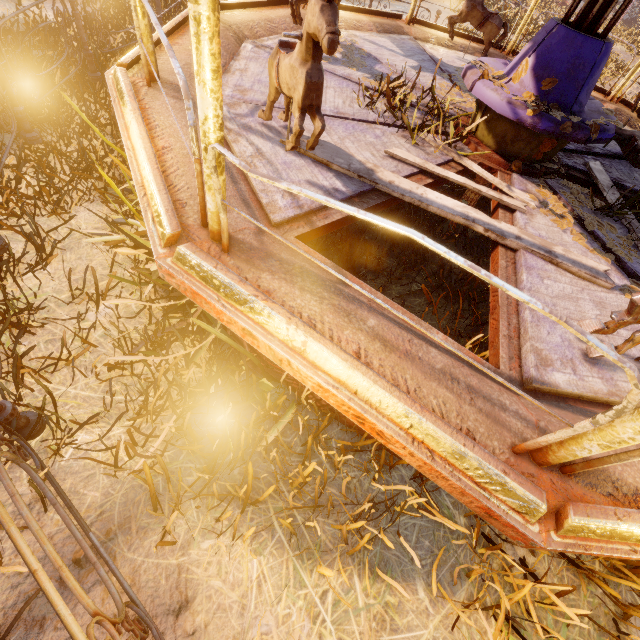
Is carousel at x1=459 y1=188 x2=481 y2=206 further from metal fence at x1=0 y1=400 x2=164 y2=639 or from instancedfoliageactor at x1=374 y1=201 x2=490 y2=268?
metal fence at x1=0 y1=400 x2=164 y2=639

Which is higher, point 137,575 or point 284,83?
point 284,83

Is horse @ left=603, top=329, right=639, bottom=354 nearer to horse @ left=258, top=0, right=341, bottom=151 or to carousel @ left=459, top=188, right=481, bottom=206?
carousel @ left=459, top=188, right=481, bottom=206

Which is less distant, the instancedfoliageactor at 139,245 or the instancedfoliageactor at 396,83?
the instancedfoliageactor at 139,245

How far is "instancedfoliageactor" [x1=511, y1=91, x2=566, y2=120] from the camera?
2.8m

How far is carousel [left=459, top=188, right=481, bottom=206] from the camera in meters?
4.2

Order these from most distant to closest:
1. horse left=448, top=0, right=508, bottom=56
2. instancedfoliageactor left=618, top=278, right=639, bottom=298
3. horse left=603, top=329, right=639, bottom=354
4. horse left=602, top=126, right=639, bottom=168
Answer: horse left=448, top=0, right=508, bottom=56
horse left=602, top=126, right=639, bottom=168
instancedfoliageactor left=618, top=278, right=639, bottom=298
horse left=603, top=329, right=639, bottom=354

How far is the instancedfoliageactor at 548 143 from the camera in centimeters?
317cm
